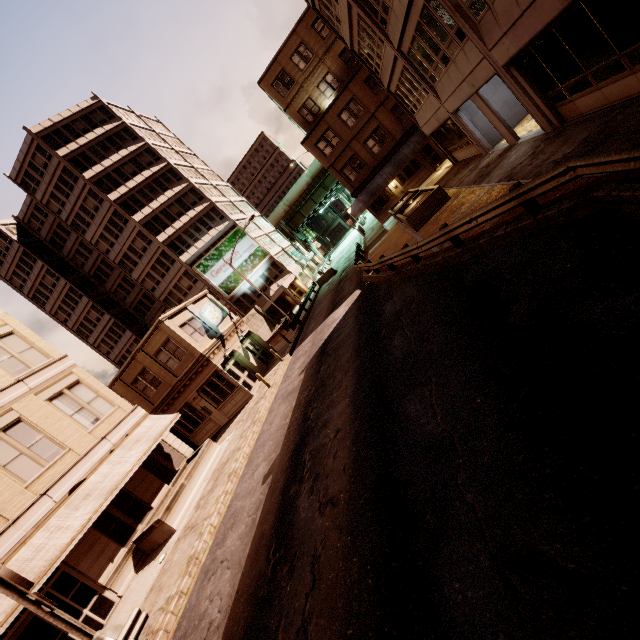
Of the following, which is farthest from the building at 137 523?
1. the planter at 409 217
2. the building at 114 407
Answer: the planter at 409 217

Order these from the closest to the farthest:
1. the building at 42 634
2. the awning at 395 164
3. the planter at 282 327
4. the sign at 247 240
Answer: the building at 42 634 → the awning at 395 164 → the planter at 282 327 → the sign at 247 240

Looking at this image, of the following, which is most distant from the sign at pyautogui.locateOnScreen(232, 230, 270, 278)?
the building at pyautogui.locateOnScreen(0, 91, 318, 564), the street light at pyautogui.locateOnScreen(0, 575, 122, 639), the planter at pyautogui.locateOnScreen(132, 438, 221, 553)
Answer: the street light at pyautogui.locateOnScreen(0, 575, 122, 639)

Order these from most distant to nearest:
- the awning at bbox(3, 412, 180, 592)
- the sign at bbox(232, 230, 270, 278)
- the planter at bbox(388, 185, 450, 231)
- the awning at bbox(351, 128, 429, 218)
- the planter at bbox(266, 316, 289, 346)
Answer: the sign at bbox(232, 230, 270, 278), the planter at bbox(266, 316, 289, 346), the awning at bbox(351, 128, 429, 218), the planter at bbox(388, 185, 450, 231), the awning at bbox(3, 412, 180, 592)

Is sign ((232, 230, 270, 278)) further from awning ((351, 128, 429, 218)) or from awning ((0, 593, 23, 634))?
awning ((0, 593, 23, 634))

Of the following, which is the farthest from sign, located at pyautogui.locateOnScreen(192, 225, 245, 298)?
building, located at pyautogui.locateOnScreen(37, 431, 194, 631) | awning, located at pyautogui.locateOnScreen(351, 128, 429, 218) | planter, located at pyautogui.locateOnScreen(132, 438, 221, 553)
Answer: planter, located at pyautogui.locateOnScreen(132, 438, 221, 553)

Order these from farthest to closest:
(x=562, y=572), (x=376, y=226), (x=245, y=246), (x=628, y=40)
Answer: (x=245, y=246) < (x=376, y=226) < (x=628, y=40) < (x=562, y=572)

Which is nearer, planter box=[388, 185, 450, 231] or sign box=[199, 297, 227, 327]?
planter box=[388, 185, 450, 231]
